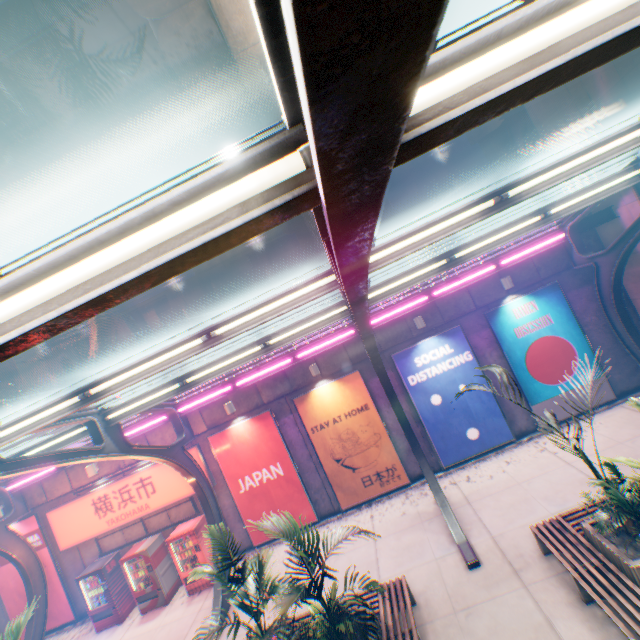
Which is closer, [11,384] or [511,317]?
[511,317]

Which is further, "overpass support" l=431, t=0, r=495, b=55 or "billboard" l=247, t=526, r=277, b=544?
"billboard" l=247, t=526, r=277, b=544

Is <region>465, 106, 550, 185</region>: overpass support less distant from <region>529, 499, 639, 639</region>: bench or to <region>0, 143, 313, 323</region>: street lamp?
<region>529, 499, 639, 639</region>: bench

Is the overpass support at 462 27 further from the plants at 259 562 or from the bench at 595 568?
the bench at 595 568

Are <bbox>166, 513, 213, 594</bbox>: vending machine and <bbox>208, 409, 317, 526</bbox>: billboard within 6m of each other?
yes

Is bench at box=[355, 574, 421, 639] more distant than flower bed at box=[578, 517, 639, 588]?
Yes

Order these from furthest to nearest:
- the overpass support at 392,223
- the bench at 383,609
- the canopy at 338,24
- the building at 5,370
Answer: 1. the overpass support at 392,223
2. the building at 5,370
3. the bench at 383,609
4. the canopy at 338,24

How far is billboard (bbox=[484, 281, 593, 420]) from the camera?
10.90m
